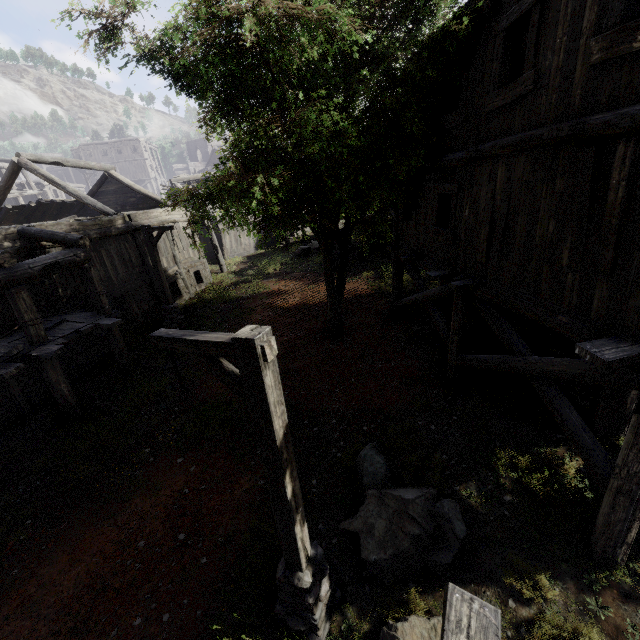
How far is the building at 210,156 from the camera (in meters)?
25.66

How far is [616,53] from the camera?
3.97m

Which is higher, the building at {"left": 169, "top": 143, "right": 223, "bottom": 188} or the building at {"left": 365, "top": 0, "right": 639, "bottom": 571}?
the building at {"left": 169, "top": 143, "right": 223, "bottom": 188}

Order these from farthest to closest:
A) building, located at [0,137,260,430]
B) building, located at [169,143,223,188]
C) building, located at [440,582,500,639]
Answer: building, located at [169,143,223,188] < building, located at [0,137,260,430] < building, located at [440,582,500,639]

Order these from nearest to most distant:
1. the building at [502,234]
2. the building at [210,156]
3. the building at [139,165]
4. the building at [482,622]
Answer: the building at [482,622] < the building at [502,234] < the building at [139,165] < the building at [210,156]

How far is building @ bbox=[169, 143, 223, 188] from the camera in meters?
25.7

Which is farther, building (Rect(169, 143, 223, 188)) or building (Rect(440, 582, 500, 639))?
building (Rect(169, 143, 223, 188))
